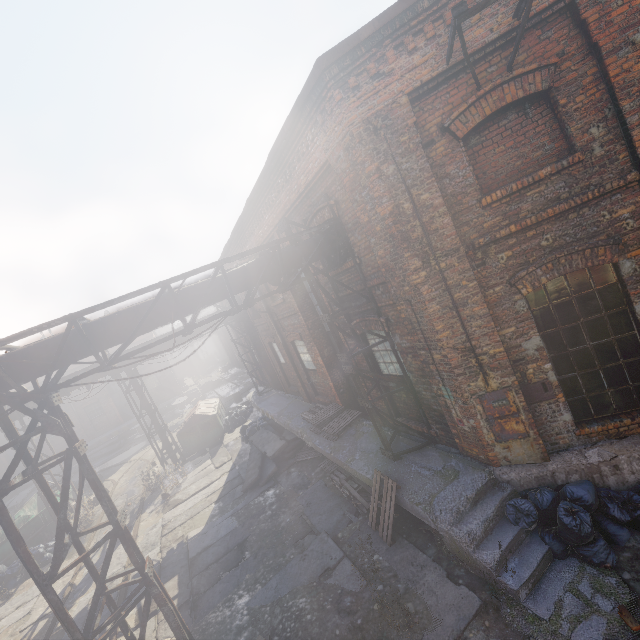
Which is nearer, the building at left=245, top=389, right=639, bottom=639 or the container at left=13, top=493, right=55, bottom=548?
the building at left=245, top=389, right=639, bottom=639

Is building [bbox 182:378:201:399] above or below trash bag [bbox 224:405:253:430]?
above

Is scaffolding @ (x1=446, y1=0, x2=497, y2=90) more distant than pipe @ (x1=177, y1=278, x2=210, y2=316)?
No

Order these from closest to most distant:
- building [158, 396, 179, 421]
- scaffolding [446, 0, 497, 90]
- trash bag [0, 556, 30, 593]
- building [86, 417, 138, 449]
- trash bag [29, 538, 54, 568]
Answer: scaffolding [446, 0, 497, 90], trash bag [0, 556, 30, 593], trash bag [29, 538, 54, 568], building [86, 417, 138, 449], building [158, 396, 179, 421]

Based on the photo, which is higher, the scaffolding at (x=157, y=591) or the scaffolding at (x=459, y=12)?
the scaffolding at (x=459, y=12)

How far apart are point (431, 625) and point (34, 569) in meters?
5.6 m

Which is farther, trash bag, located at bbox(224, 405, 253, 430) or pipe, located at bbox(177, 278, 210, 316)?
trash bag, located at bbox(224, 405, 253, 430)

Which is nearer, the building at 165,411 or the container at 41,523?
the container at 41,523
